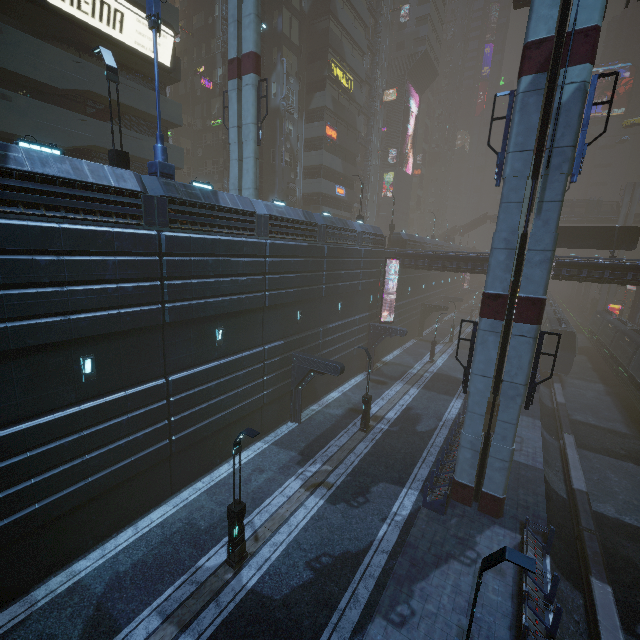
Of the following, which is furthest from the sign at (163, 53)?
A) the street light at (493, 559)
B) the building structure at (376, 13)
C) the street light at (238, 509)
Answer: the building structure at (376, 13)

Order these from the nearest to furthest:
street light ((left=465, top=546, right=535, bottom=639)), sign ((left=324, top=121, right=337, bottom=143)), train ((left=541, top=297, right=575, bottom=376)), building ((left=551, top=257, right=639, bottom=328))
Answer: street light ((left=465, top=546, right=535, bottom=639)) < building ((left=551, top=257, right=639, bottom=328)) < train ((left=541, top=297, right=575, bottom=376)) < sign ((left=324, top=121, right=337, bottom=143))

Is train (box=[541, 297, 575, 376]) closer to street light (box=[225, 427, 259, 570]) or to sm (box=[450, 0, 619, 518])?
sm (box=[450, 0, 619, 518])

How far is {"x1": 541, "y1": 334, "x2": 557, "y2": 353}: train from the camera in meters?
33.6

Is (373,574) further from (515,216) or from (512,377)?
(515,216)

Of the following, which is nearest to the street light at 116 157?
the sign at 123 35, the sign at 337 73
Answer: the sign at 123 35

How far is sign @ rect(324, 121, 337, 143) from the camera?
36.1 meters

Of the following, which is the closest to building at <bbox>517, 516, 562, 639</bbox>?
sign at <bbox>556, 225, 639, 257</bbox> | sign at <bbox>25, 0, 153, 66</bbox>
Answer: sign at <bbox>25, 0, 153, 66</bbox>
